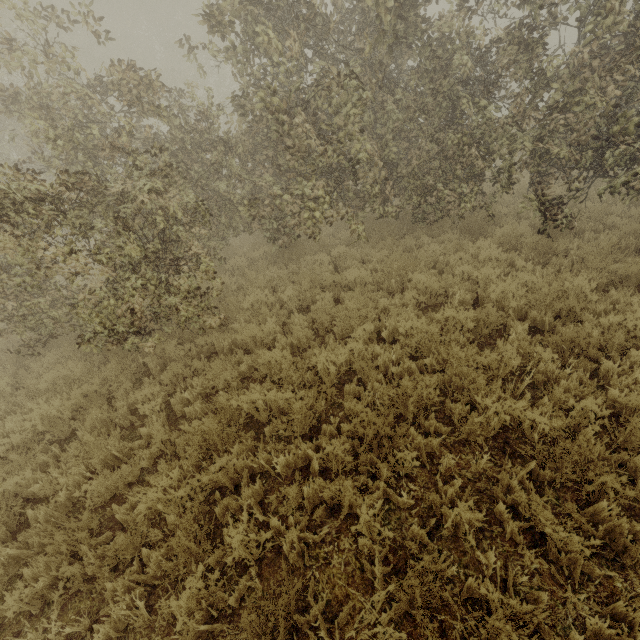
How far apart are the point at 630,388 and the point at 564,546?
2.4 meters
